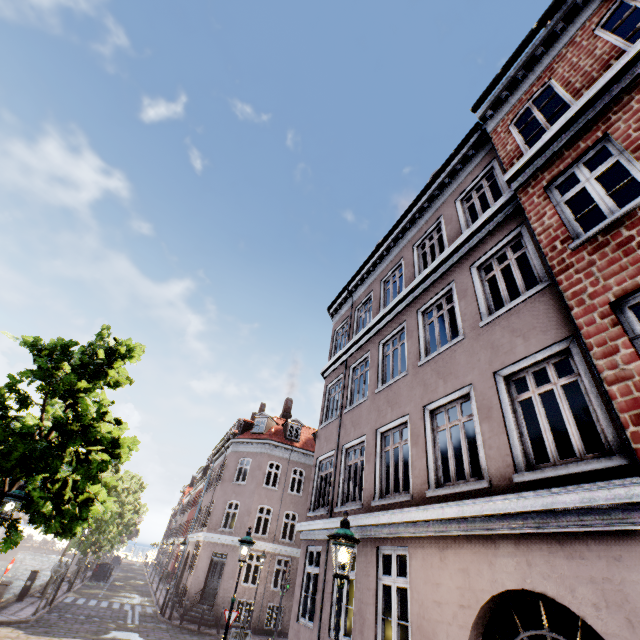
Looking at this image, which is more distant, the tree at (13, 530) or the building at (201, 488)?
the tree at (13, 530)

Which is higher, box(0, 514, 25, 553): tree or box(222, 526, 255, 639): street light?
box(222, 526, 255, 639): street light

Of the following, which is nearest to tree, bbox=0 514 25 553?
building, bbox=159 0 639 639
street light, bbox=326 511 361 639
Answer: street light, bbox=326 511 361 639

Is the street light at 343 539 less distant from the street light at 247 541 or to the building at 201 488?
the building at 201 488

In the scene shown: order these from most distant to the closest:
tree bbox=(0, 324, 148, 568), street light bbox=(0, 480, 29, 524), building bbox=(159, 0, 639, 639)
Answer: tree bbox=(0, 324, 148, 568)
street light bbox=(0, 480, 29, 524)
building bbox=(159, 0, 639, 639)

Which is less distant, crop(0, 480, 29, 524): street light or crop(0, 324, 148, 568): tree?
crop(0, 480, 29, 524): street light

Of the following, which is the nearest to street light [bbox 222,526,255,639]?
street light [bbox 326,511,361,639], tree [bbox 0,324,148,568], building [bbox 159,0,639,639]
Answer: building [bbox 159,0,639,639]

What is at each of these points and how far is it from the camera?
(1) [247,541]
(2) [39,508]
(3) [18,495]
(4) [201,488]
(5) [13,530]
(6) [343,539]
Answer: (1) street light, 9.3m
(2) tree, 7.8m
(3) street light, 7.8m
(4) building, 41.2m
(5) tree, 8.3m
(6) street light, 4.9m
